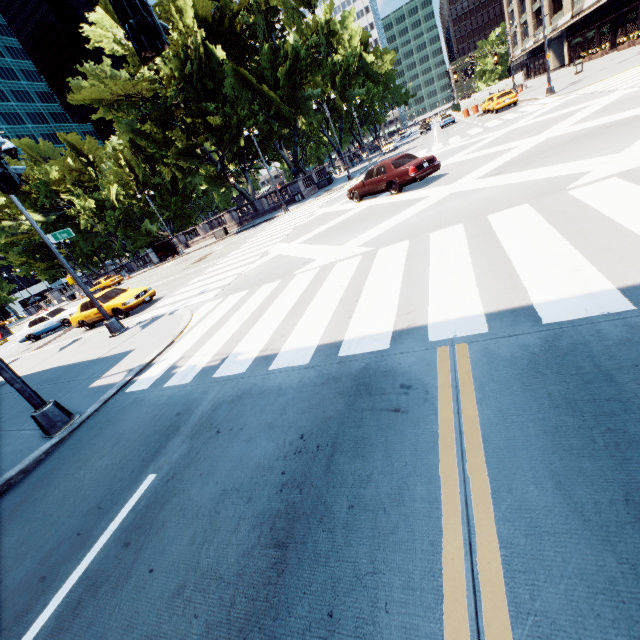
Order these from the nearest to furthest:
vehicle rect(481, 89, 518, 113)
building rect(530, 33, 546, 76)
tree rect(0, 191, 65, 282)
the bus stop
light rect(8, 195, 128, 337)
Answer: light rect(8, 195, 128, 337)
vehicle rect(481, 89, 518, 113)
the bus stop
tree rect(0, 191, 65, 282)
building rect(530, 33, 546, 76)

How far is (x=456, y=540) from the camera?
2.19m

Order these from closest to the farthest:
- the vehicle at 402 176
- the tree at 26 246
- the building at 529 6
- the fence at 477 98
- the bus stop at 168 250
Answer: the vehicle at 402 176, the bus stop at 168 250, the tree at 26 246, the fence at 477 98, the building at 529 6

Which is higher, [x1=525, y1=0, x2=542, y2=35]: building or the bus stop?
[x1=525, y1=0, x2=542, y2=35]: building

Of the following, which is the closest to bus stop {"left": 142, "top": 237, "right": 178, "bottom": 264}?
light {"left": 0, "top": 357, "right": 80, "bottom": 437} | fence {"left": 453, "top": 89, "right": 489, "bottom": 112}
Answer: light {"left": 0, "top": 357, "right": 80, "bottom": 437}

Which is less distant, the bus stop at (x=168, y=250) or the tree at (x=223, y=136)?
the tree at (x=223, y=136)

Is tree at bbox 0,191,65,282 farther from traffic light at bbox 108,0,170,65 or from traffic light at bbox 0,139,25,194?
traffic light at bbox 108,0,170,65

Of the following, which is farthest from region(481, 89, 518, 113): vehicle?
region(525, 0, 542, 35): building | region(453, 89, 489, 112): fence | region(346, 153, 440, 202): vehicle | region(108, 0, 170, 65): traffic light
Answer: region(108, 0, 170, 65): traffic light
